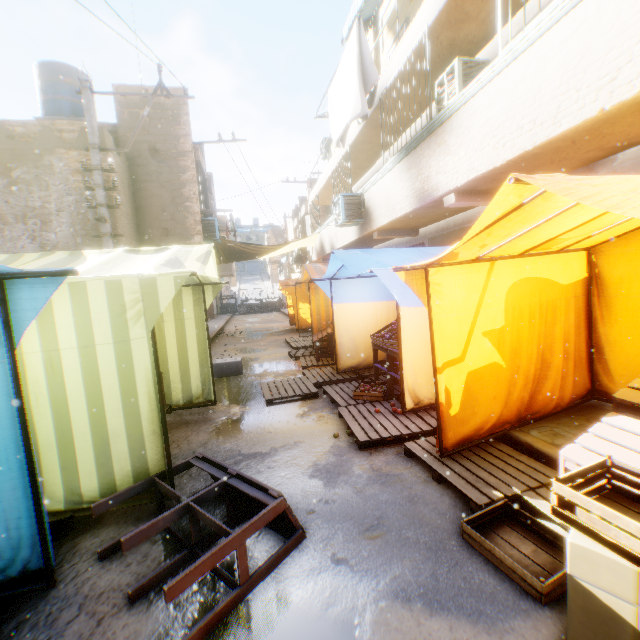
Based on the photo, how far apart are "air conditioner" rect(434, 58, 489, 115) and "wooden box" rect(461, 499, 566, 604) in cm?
666

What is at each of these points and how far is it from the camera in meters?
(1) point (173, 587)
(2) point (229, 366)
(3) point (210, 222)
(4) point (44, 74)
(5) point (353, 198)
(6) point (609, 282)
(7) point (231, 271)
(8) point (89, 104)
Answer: (1) table, 1.8 m
(2) cardboard box, 8.2 m
(3) air conditioner, 11.9 m
(4) water tank, 10.7 m
(5) air conditioner, 9.5 m
(6) tent, 4.1 m
(7) building, 32.3 m
(8) electric pole, 6.7 m

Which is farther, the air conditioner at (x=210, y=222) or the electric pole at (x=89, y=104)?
the air conditioner at (x=210, y=222)

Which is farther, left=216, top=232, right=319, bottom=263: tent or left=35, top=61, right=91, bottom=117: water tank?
left=216, top=232, right=319, bottom=263: tent

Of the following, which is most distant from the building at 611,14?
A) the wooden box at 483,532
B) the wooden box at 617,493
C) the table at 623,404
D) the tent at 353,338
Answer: the wooden box at 483,532

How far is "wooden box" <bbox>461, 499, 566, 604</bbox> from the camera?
2.1m

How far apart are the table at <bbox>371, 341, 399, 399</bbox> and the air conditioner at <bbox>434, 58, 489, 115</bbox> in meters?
4.3

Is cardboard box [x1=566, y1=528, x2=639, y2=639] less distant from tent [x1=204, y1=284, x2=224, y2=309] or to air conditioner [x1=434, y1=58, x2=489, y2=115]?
tent [x1=204, y1=284, x2=224, y2=309]
